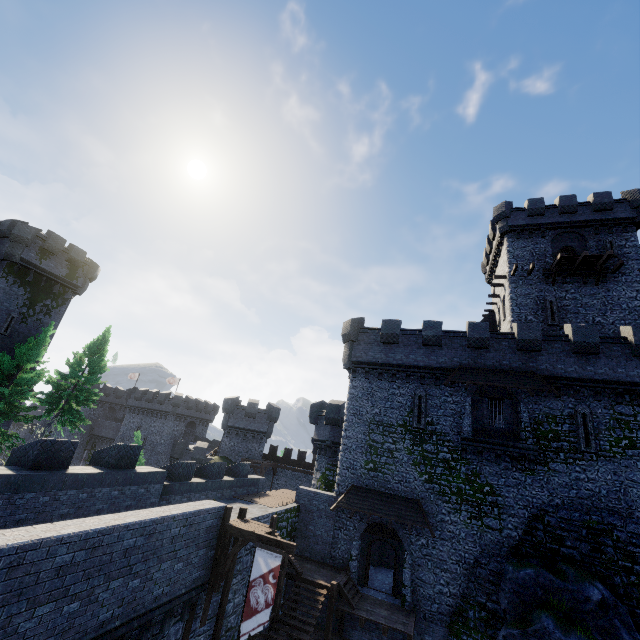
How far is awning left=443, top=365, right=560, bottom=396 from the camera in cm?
1955

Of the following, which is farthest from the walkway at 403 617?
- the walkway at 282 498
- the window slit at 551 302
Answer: the window slit at 551 302

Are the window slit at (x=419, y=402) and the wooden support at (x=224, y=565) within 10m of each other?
no

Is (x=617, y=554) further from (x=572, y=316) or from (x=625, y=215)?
(x=625, y=215)

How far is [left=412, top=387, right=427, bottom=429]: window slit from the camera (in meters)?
21.64

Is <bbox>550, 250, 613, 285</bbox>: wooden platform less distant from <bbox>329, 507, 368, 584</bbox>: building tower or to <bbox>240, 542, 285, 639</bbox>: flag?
<bbox>329, 507, 368, 584</bbox>: building tower

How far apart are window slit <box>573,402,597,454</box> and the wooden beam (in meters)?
16.98

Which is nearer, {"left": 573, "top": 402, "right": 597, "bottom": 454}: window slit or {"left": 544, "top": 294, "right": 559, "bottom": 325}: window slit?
{"left": 573, "top": 402, "right": 597, "bottom": 454}: window slit
